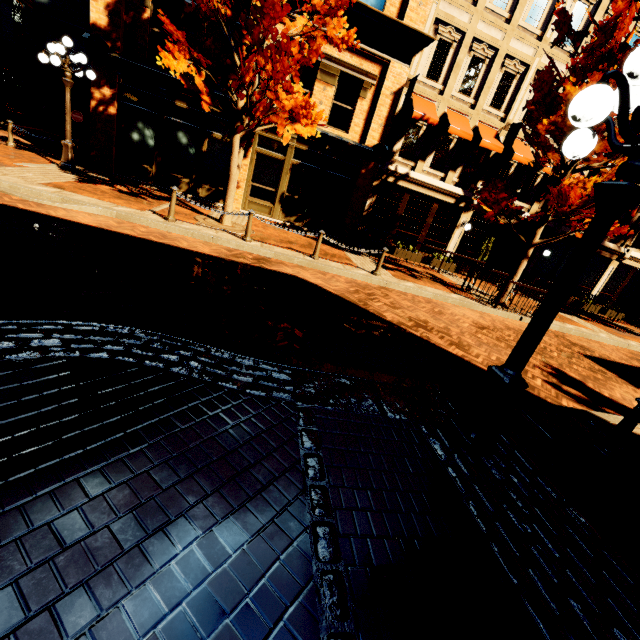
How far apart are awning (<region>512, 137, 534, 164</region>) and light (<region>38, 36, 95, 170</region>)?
16.5 meters

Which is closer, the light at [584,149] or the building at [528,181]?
the light at [584,149]

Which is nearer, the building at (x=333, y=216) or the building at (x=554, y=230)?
the building at (x=333, y=216)

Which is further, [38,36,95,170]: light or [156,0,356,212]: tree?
[38,36,95,170]: light

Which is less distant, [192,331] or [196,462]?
[196,462]

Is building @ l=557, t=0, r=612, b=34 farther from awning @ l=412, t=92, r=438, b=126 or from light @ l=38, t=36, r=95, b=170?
light @ l=38, t=36, r=95, b=170

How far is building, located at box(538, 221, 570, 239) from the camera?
16.41m

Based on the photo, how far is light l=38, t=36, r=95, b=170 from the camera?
9.30m
